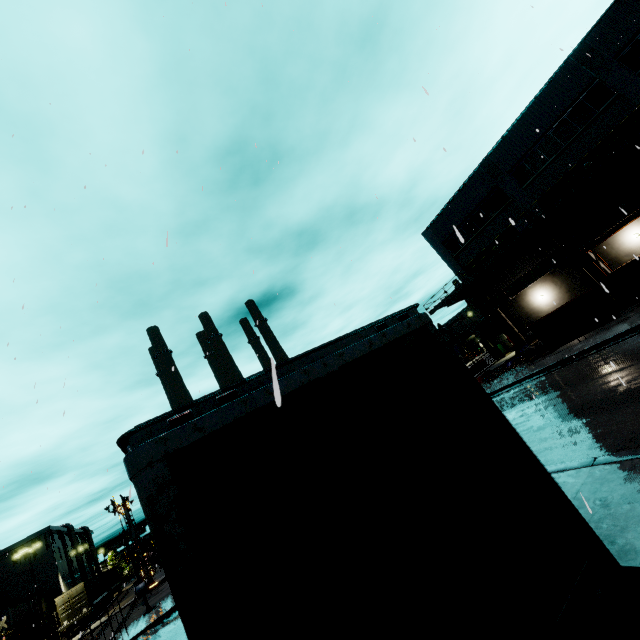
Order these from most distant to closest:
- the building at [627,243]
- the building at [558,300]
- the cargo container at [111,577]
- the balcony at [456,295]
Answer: the cargo container at [111,577], the building at [558,300], the building at [627,243], the balcony at [456,295]

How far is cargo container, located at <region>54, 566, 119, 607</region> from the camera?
34.9 meters

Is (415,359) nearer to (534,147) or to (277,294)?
(277,294)

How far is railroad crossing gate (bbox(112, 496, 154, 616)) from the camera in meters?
20.0

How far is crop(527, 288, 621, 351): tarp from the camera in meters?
16.8

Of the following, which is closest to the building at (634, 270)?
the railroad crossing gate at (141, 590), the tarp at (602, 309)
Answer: the tarp at (602, 309)

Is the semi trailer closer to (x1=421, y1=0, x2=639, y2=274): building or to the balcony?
(x1=421, y1=0, x2=639, y2=274): building

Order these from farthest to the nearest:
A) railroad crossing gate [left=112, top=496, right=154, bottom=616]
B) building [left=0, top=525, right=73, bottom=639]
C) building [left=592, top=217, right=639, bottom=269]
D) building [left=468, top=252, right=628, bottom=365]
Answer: building [left=0, top=525, right=73, bottom=639] → building [left=468, top=252, right=628, bottom=365] → building [left=592, top=217, right=639, bottom=269] → railroad crossing gate [left=112, top=496, right=154, bottom=616]
